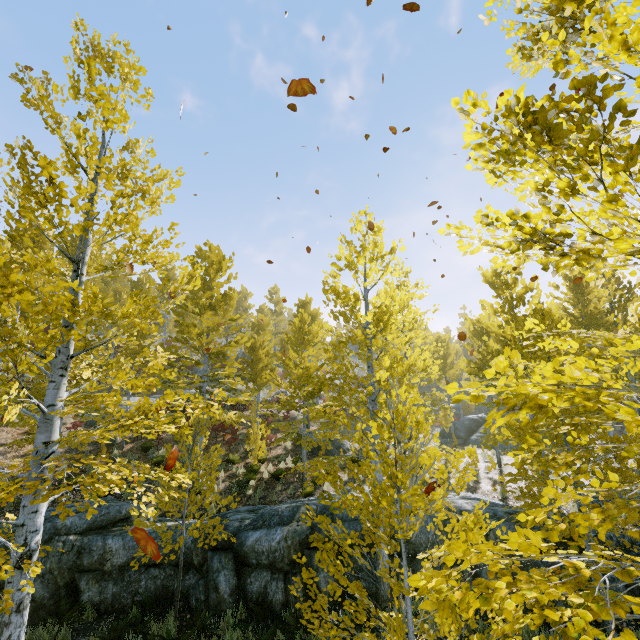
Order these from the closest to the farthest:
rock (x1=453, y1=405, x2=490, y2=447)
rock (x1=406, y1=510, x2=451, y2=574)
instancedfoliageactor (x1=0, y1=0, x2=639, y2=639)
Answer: instancedfoliageactor (x1=0, y1=0, x2=639, y2=639) < rock (x1=406, y1=510, x2=451, y2=574) < rock (x1=453, y1=405, x2=490, y2=447)

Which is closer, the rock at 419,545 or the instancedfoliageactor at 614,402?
the instancedfoliageactor at 614,402

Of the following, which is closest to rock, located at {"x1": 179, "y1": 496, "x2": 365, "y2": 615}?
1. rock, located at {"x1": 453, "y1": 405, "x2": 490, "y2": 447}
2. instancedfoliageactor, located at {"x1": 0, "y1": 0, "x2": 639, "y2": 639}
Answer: instancedfoliageactor, located at {"x1": 0, "y1": 0, "x2": 639, "y2": 639}

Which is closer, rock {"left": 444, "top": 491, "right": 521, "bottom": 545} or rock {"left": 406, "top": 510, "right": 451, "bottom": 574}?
rock {"left": 444, "top": 491, "right": 521, "bottom": 545}

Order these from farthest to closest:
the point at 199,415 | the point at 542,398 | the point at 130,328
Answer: the point at 130,328 → the point at 199,415 → the point at 542,398

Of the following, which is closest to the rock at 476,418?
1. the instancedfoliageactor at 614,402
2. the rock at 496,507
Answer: the instancedfoliageactor at 614,402

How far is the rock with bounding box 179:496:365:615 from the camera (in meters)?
8.29
